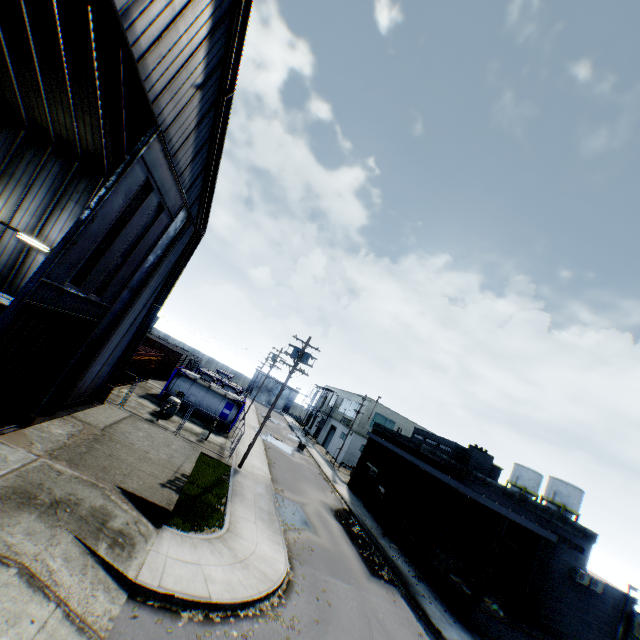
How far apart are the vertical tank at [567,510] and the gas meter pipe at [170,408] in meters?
49.7

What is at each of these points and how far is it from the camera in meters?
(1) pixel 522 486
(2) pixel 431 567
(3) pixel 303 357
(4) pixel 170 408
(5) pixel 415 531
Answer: (1) vertical tank, 49.6 m
(2) wall bumper, 19.2 m
(3) electric pole, 22.4 m
(4) gas meter pipe, 23.5 m
(5) wooden pallet, 22.7 m

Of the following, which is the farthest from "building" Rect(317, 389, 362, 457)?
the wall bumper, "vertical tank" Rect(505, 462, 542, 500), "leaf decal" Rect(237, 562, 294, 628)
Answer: "leaf decal" Rect(237, 562, 294, 628)

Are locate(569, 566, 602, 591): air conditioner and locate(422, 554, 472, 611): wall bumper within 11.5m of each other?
yes

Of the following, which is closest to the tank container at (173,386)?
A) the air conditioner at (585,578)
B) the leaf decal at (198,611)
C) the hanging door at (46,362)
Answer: the hanging door at (46,362)

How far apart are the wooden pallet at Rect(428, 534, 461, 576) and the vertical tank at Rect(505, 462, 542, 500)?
37.2m

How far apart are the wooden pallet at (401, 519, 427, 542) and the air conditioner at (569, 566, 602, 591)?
8.05m

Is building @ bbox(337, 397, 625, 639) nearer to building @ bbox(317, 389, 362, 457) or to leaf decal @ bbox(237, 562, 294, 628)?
building @ bbox(317, 389, 362, 457)
